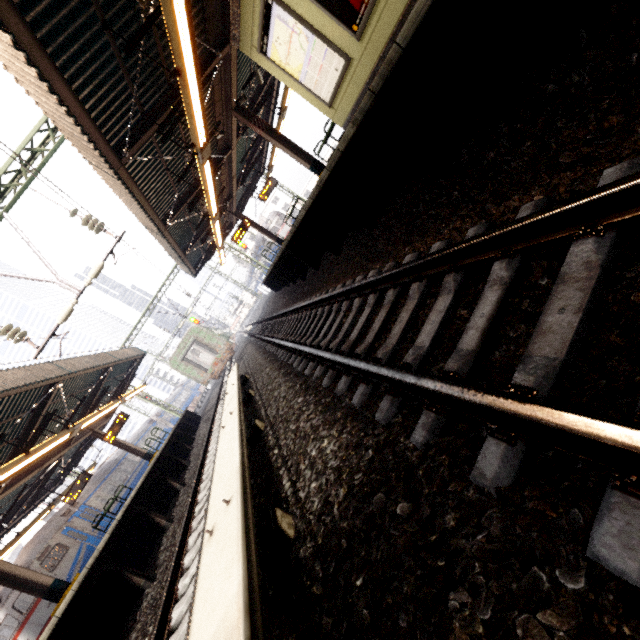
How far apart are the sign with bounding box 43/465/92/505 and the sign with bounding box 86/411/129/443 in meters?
1.7

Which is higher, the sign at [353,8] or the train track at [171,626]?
the sign at [353,8]

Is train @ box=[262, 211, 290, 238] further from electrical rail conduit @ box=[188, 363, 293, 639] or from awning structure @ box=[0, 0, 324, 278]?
electrical rail conduit @ box=[188, 363, 293, 639]

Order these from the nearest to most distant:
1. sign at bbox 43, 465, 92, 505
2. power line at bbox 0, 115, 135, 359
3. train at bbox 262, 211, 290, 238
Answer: power line at bbox 0, 115, 135, 359 < sign at bbox 43, 465, 92, 505 < train at bbox 262, 211, 290, 238

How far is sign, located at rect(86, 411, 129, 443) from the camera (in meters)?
15.80

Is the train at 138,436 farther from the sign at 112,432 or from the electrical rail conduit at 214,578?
the electrical rail conduit at 214,578

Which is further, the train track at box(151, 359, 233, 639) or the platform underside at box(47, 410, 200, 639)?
the platform underside at box(47, 410, 200, 639)

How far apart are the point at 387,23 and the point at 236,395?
6.30m
